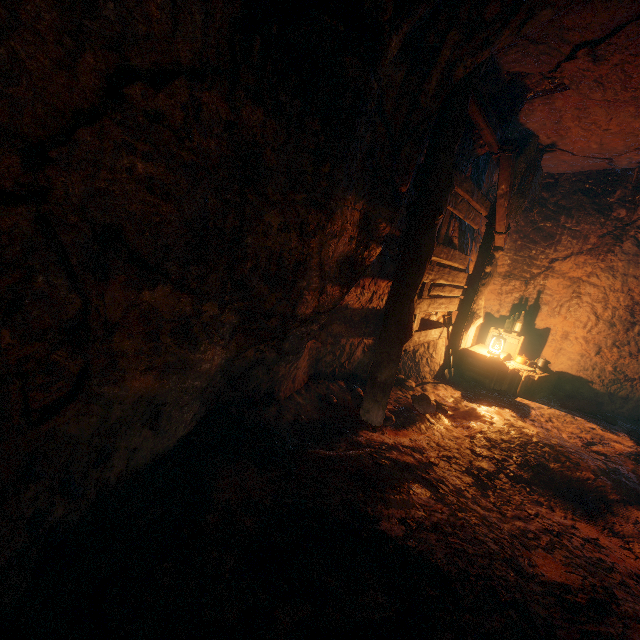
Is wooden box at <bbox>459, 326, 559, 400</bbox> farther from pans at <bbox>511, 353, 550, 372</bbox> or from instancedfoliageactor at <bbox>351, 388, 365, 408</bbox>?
instancedfoliageactor at <bbox>351, 388, 365, 408</bbox>

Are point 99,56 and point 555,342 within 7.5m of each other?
no

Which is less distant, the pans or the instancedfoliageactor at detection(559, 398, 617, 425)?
the instancedfoliageactor at detection(559, 398, 617, 425)

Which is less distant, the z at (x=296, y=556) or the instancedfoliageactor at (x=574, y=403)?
the z at (x=296, y=556)

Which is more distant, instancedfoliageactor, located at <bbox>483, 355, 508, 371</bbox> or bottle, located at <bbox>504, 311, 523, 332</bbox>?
bottle, located at <bbox>504, 311, 523, 332</bbox>

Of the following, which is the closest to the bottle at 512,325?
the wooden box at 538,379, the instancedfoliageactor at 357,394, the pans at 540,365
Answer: the wooden box at 538,379

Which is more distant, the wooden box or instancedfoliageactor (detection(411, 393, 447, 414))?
the wooden box

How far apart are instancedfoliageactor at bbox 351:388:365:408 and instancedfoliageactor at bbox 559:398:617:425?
3.78m
